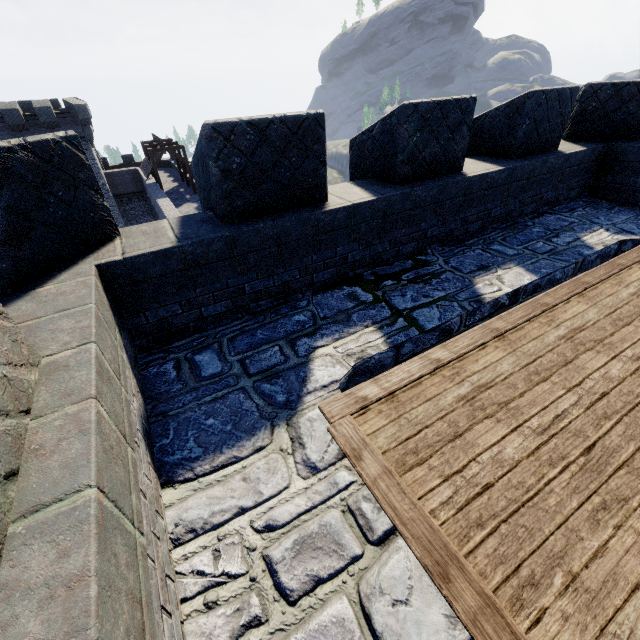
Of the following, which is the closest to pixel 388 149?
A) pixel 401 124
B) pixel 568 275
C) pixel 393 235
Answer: pixel 401 124
